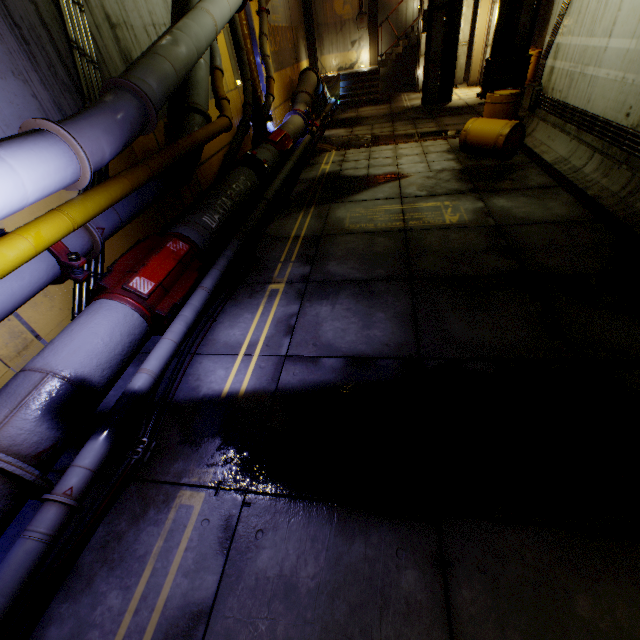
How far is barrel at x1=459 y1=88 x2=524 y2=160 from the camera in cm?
721

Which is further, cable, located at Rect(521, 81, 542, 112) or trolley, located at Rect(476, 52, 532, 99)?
trolley, located at Rect(476, 52, 532, 99)

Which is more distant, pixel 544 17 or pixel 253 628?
pixel 544 17

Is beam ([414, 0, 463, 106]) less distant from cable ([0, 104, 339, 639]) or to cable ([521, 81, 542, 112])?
cable ([0, 104, 339, 639])

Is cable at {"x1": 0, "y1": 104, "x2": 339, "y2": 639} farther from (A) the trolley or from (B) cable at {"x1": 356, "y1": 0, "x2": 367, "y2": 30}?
(A) the trolley

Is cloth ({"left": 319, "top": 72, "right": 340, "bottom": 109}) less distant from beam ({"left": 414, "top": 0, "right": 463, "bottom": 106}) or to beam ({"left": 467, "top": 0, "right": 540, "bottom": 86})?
beam ({"left": 414, "top": 0, "right": 463, "bottom": 106})

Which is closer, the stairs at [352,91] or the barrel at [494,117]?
the barrel at [494,117]

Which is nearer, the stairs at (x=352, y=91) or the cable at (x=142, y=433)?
the cable at (x=142, y=433)
